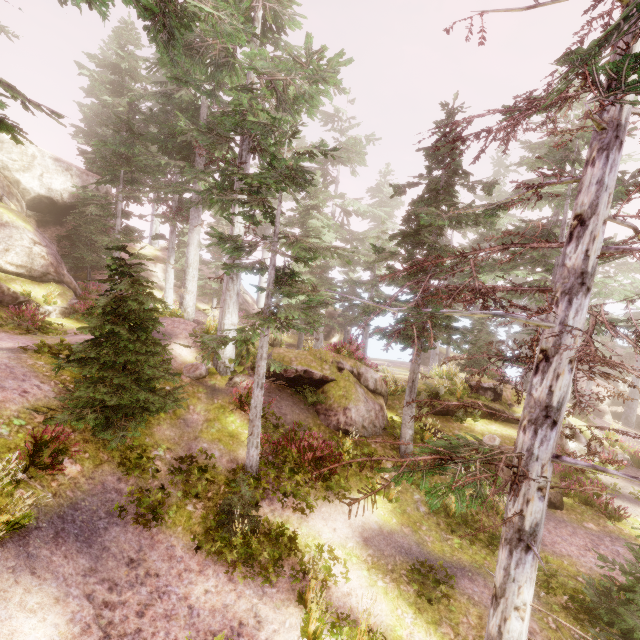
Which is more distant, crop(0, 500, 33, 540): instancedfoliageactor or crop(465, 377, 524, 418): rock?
crop(465, 377, 524, 418): rock

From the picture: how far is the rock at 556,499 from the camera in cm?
1183

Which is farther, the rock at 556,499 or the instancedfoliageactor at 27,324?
the instancedfoliageactor at 27,324

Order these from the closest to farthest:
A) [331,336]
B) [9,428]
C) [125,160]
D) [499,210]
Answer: [499,210]
[9,428]
[125,160]
[331,336]

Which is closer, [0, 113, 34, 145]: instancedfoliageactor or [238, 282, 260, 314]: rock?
[0, 113, 34, 145]: instancedfoliageactor

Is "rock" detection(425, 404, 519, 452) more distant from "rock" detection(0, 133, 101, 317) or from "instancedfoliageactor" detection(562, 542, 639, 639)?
"rock" detection(0, 133, 101, 317)

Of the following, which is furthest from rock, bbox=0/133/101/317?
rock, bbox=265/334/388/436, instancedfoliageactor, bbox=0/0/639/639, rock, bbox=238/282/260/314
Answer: rock, bbox=265/334/388/436

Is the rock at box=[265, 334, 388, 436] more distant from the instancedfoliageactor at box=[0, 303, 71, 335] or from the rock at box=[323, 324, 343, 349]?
the rock at box=[323, 324, 343, 349]
